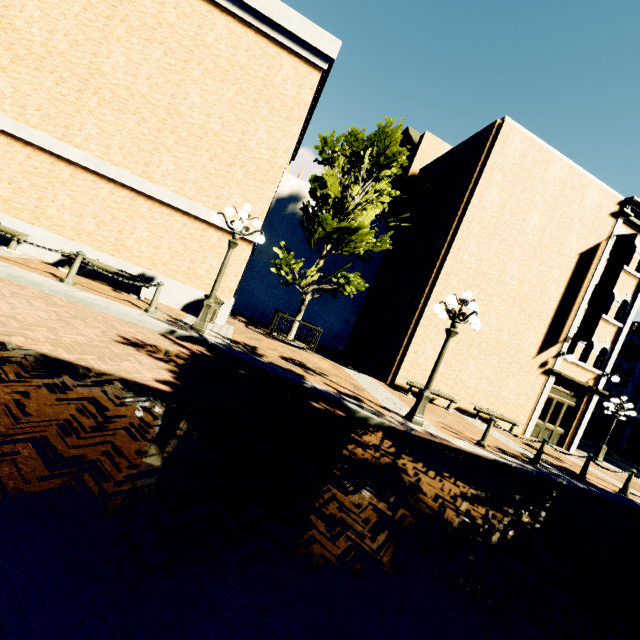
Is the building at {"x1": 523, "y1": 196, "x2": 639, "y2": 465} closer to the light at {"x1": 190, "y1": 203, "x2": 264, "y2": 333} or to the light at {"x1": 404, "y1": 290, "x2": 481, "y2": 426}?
the light at {"x1": 404, "y1": 290, "x2": 481, "y2": 426}

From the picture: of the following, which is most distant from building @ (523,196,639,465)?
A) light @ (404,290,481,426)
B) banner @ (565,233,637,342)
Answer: light @ (404,290,481,426)

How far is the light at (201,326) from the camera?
8.3m

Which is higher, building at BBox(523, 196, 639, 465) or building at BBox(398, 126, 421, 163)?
building at BBox(398, 126, 421, 163)

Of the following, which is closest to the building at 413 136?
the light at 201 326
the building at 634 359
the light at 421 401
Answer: the building at 634 359

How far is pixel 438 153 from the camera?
18.98m

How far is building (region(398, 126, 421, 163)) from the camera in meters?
19.2 m

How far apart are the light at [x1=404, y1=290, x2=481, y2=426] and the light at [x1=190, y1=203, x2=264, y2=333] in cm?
483
